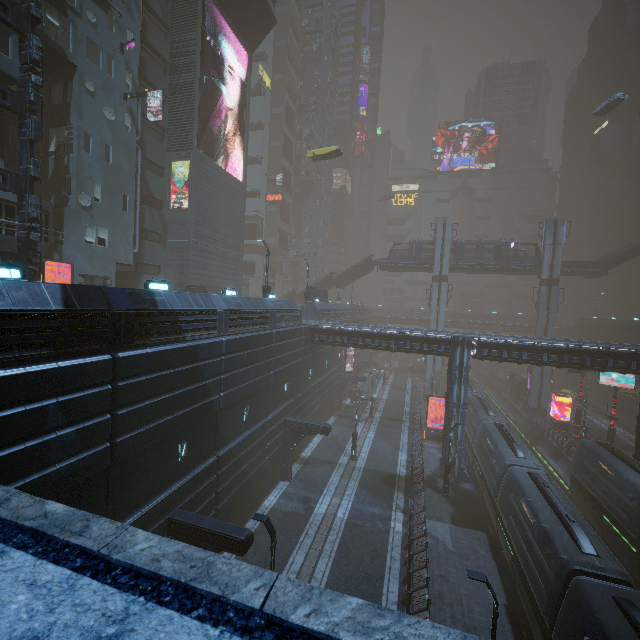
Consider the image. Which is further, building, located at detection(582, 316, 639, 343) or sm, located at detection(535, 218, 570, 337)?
building, located at detection(582, 316, 639, 343)

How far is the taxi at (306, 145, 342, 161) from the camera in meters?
38.0

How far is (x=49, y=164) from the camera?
21.5 meters

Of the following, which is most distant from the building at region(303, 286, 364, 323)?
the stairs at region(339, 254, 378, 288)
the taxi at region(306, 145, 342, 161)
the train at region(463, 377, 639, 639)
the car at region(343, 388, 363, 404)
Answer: the train at region(463, 377, 639, 639)

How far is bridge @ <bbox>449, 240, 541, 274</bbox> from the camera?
45.3 meters

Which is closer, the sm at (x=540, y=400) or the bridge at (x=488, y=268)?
the sm at (x=540, y=400)

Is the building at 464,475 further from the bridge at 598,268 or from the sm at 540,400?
the bridge at 598,268

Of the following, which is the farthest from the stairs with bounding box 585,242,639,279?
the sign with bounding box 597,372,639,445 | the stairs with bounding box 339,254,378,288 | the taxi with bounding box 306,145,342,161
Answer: the stairs with bounding box 339,254,378,288
